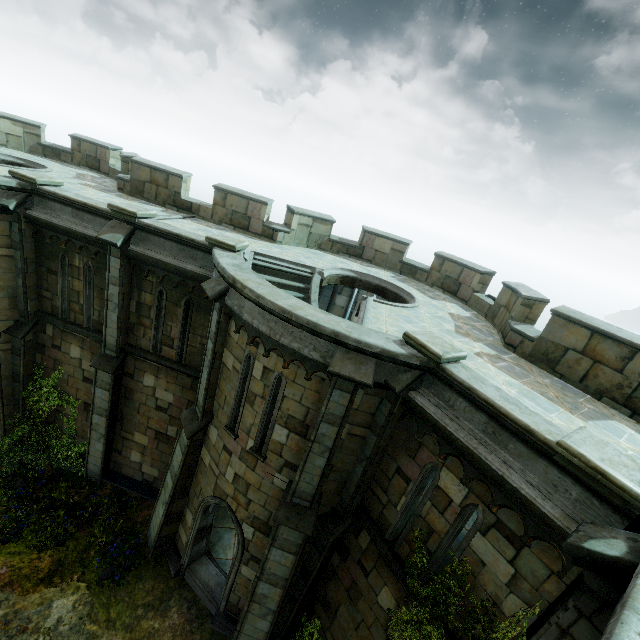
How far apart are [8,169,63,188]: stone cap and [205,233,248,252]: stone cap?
5.6m

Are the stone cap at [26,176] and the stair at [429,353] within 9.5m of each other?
no

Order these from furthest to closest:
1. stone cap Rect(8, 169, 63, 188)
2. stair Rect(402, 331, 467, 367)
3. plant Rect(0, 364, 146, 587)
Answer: plant Rect(0, 364, 146, 587)
stone cap Rect(8, 169, 63, 188)
stair Rect(402, 331, 467, 367)

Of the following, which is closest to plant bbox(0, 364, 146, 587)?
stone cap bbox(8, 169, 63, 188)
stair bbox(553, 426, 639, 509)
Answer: stone cap bbox(8, 169, 63, 188)

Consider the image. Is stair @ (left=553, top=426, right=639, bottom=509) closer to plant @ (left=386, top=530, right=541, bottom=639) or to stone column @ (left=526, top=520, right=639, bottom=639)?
stone column @ (left=526, top=520, right=639, bottom=639)

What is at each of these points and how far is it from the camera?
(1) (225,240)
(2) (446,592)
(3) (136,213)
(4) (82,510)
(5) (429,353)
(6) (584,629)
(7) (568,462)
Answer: (1) stone cap, 9.3m
(2) plant, 6.2m
(3) stone cap, 9.4m
(4) plant, 11.5m
(5) stair, 6.1m
(6) stone column, 3.8m
(7) stair, 4.5m

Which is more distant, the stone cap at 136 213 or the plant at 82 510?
the plant at 82 510

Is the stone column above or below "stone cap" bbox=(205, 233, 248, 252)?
below
